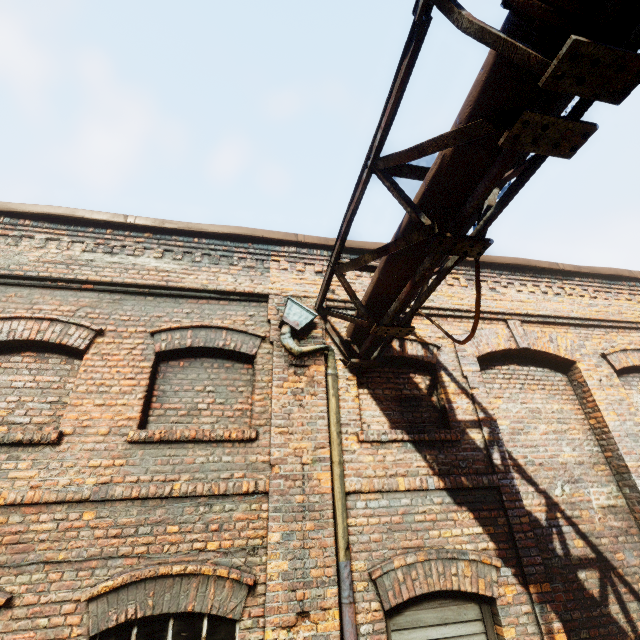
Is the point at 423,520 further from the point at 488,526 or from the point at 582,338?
the point at 582,338
